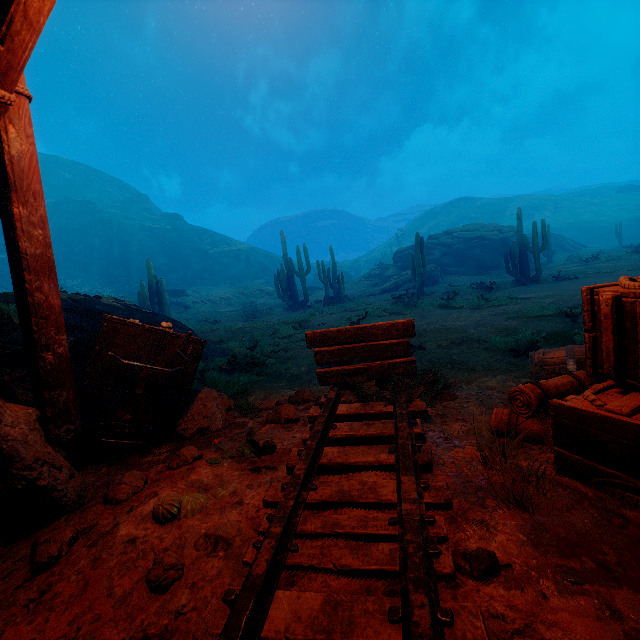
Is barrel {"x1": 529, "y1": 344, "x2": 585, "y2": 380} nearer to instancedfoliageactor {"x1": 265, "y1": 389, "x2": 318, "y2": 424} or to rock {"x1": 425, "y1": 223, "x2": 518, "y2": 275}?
instancedfoliageactor {"x1": 265, "y1": 389, "x2": 318, "y2": 424}

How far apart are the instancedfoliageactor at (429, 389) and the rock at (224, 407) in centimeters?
211cm

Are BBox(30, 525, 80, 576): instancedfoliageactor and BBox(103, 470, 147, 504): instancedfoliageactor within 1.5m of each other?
yes

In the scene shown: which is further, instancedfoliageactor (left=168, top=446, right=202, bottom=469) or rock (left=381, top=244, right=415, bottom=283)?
rock (left=381, top=244, right=415, bottom=283)

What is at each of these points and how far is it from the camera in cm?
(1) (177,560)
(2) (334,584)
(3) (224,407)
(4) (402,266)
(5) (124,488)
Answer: (1) instancedfoliageactor, 165
(2) z, 152
(3) rock, 390
(4) rock, 3042
(5) instancedfoliageactor, 235

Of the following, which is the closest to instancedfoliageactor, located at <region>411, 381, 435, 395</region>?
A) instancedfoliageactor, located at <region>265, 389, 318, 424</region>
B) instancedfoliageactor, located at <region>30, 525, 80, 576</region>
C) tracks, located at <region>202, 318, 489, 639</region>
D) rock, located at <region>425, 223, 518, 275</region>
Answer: tracks, located at <region>202, 318, 489, 639</region>

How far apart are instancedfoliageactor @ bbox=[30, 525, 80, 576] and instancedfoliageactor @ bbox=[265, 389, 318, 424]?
1.92m

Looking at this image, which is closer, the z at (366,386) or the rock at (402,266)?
the z at (366,386)
